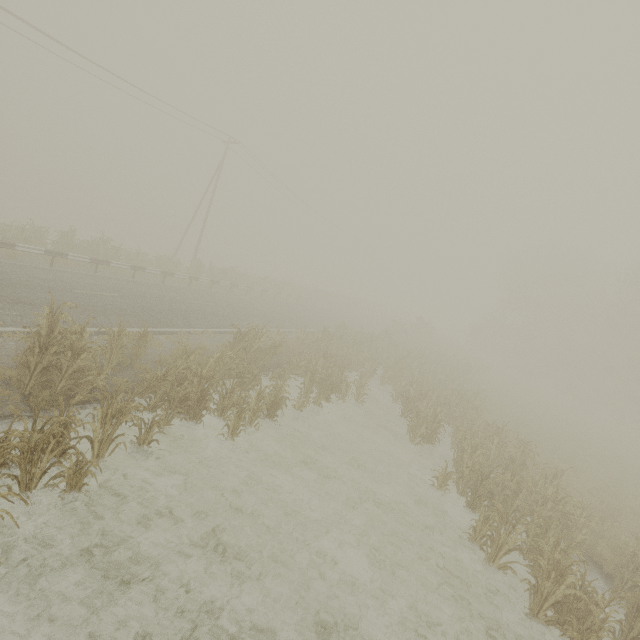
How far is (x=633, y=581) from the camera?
6.8m

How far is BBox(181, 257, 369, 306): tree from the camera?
25.45m

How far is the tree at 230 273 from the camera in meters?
25.5

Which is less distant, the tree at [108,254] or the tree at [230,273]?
the tree at [108,254]

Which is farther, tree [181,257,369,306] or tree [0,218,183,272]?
tree [181,257,369,306]
